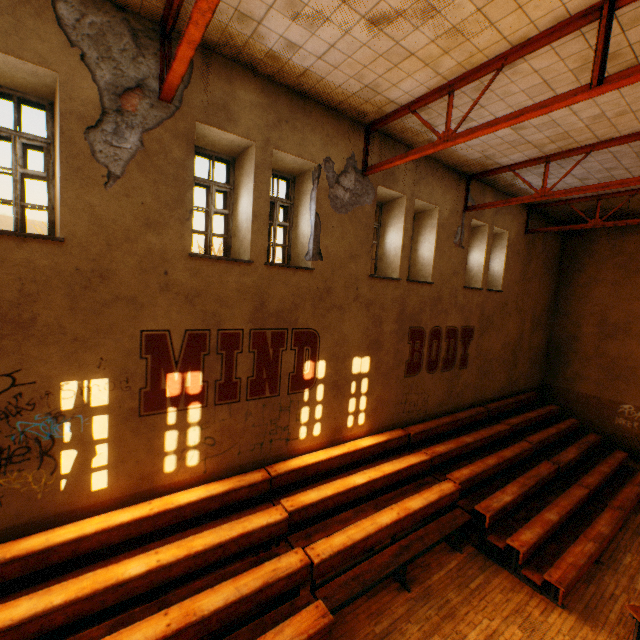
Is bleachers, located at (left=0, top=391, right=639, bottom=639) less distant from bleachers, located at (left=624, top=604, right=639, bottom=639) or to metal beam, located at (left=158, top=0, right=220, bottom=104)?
bleachers, located at (left=624, top=604, right=639, bottom=639)

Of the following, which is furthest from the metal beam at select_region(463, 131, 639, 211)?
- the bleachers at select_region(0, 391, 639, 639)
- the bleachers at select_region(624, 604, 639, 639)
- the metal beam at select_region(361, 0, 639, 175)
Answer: the bleachers at select_region(624, 604, 639, 639)

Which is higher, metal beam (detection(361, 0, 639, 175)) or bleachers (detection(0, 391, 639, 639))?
metal beam (detection(361, 0, 639, 175))

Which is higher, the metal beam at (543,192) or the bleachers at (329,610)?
the metal beam at (543,192)

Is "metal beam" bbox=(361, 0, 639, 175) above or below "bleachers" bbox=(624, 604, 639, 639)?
above

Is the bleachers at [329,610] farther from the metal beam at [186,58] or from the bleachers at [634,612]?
the metal beam at [186,58]

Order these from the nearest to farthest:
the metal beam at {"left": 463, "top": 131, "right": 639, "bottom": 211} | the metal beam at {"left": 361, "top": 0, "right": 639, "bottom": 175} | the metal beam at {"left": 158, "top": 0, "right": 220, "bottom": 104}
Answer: the metal beam at {"left": 158, "top": 0, "right": 220, "bottom": 104} < the metal beam at {"left": 361, "top": 0, "right": 639, "bottom": 175} < the metal beam at {"left": 463, "top": 131, "right": 639, "bottom": 211}

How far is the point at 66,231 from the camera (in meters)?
4.25
